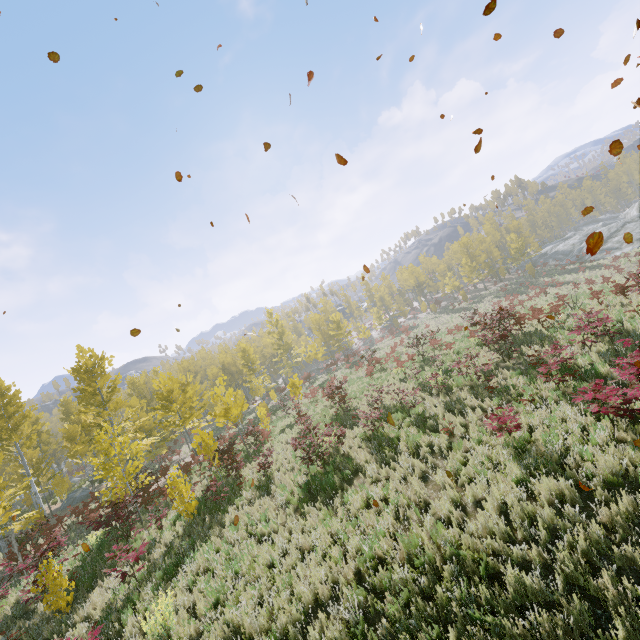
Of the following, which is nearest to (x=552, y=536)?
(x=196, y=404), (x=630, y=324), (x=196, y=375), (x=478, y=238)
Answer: (x=630, y=324)

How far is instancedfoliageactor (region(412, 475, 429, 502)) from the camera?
7.69m

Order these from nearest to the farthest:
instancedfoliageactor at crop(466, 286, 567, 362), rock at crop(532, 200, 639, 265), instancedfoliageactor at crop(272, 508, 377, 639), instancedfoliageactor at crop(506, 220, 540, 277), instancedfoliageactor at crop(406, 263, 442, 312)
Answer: instancedfoliageactor at crop(272, 508, 377, 639) < instancedfoliageactor at crop(466, 286, 567, 362) < rock at crop(532, 200, 639, 265) < instancedfoliageactor at crop(506, 220, 540, 277) < instancedfoliageactor at crop(406, 263, 442, 312)

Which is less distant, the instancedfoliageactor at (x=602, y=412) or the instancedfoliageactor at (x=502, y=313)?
the instancedfoliageactor at (x=602, y=412)

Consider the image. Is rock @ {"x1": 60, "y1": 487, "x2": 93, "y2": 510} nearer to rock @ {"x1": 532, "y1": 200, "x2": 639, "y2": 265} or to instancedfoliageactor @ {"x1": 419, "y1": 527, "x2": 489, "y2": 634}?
instancedfoliageactor @ {"x1": 419, "y1": 527, "x2": 489, "y2": 634}

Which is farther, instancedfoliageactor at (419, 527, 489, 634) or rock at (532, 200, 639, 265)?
rock at (532, 200, 639, 265)
